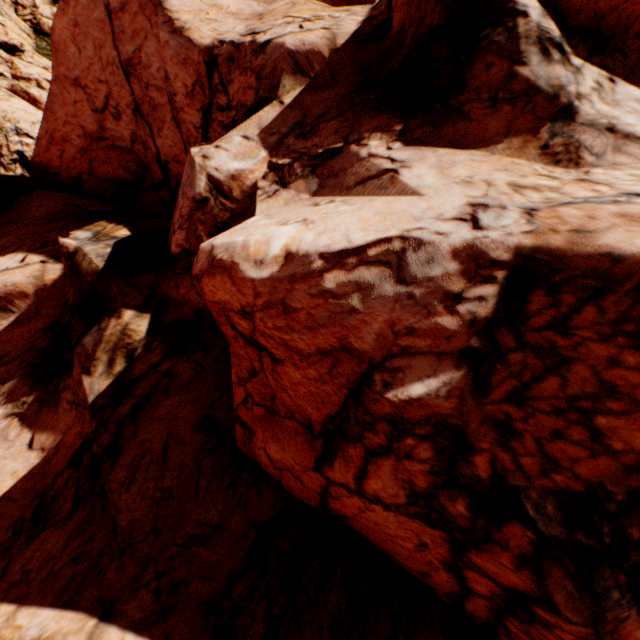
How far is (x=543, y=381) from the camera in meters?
5.0
